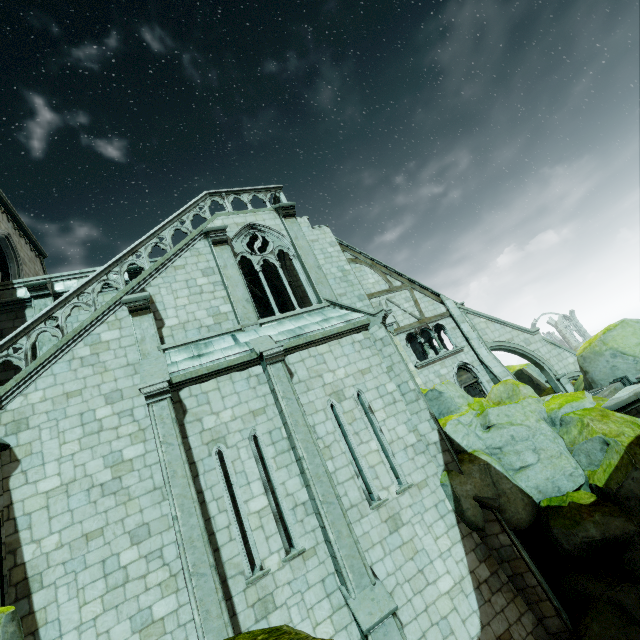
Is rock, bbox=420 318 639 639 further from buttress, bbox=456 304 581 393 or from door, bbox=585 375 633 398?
buttress, bbox=456 304 581 393

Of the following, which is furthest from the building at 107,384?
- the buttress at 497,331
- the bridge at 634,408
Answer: the bridge at 634,408

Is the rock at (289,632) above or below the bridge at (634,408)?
above

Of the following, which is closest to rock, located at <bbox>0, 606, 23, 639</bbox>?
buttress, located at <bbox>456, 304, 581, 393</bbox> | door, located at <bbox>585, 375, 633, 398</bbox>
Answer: door, located at <bbox>585, 375, 633, 398</bbox>

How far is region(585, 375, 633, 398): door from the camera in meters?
11.3 m

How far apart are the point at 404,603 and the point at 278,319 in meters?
8.5

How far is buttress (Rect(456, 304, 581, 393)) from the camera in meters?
18.3

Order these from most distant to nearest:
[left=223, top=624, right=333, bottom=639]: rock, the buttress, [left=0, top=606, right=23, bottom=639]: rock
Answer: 1. the buttress
2. [left=0, top=606, right=23, bottom=639]: rock
3. [left=223, top=624, right=333, bottom=639]: rock
